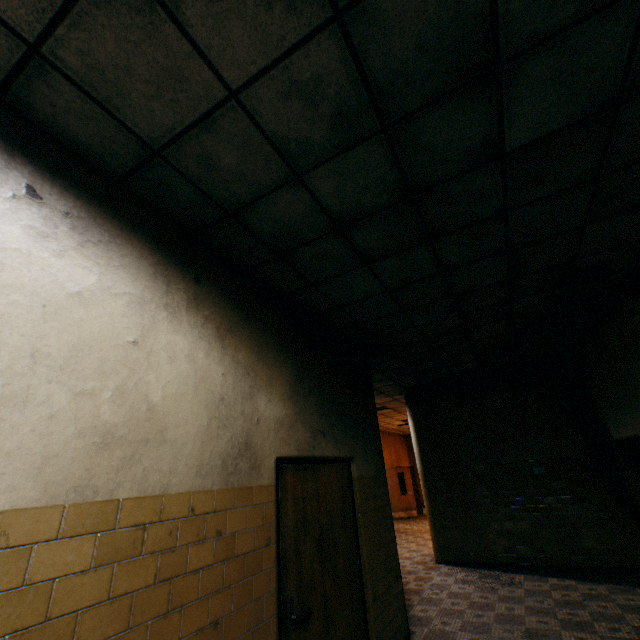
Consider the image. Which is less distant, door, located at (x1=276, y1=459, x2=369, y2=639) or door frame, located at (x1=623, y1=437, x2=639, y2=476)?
door, located at (x1=276, y1=459, x2=369, y2=639)

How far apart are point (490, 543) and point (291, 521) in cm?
651

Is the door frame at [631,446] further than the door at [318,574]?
Yes
